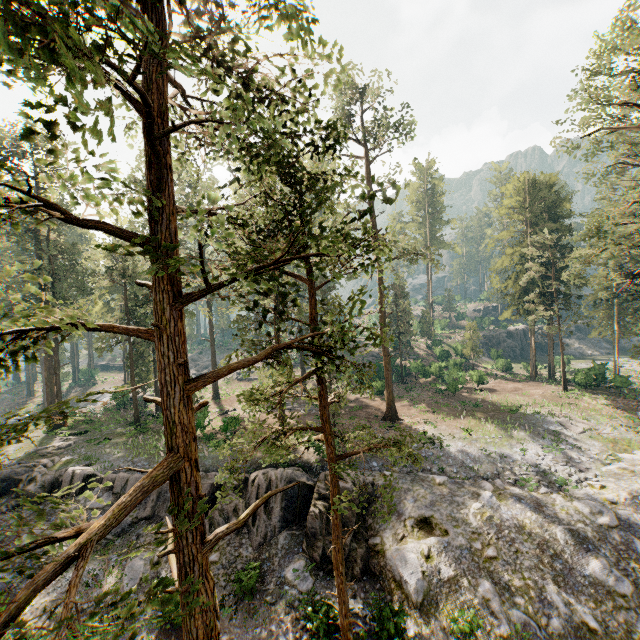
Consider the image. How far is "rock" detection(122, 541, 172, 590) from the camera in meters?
17.2

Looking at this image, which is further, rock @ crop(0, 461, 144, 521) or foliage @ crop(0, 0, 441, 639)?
rock @ crop(0, 461, 144, 521)

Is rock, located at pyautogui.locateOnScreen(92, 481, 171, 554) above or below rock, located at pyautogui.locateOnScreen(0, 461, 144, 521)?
below

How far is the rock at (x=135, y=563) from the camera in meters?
17.2

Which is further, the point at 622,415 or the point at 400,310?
the point at 400,310

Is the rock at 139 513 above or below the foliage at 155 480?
below

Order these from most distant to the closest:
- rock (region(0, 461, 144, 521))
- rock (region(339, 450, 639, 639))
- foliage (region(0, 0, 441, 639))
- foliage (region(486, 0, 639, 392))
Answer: foliage (region(486, 0, 639, 392)) → rock (region(0, 461, 144, 521)) → rock (region(339, 450, 639, 639)) → foliage (region(0, 0, 441, 639))
